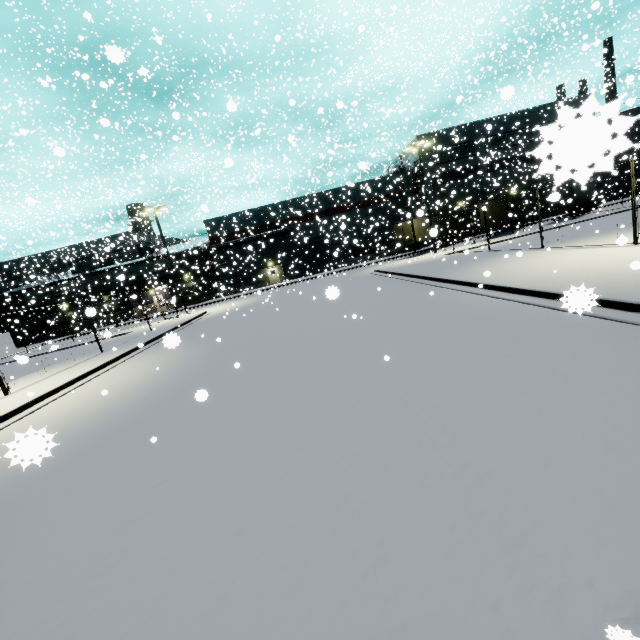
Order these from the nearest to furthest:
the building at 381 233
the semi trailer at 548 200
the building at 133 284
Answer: the semi trailer at 548 200 → the building at 133 284 → the building at 381 233

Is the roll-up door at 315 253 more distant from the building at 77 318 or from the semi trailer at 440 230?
the semi trailer at 440 230

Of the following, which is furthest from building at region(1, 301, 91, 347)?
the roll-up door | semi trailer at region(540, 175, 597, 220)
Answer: semi trailer at region(540, 175, 597, 220)

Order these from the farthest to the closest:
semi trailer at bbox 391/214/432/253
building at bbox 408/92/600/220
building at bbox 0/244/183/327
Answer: building at bbox 0/244/183/327 → semi trailer at bbox 391/214/432/253 → building at bbox 408/92/600/220

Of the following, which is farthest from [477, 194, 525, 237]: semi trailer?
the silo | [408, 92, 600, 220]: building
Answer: [408, 92, 600, 220]: building

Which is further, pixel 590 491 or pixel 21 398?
pixel 21 398

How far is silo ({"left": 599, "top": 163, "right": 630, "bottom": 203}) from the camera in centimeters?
3500cm

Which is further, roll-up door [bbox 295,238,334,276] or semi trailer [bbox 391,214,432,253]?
roll-up door [bbox 295,238,334,276]
